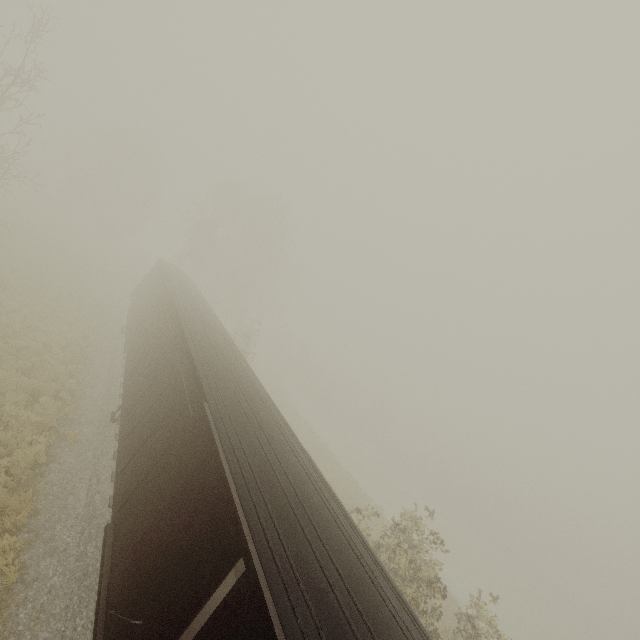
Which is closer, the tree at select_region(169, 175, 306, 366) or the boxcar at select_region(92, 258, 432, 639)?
the boxcar at select_region(92, 258, 432, 639)

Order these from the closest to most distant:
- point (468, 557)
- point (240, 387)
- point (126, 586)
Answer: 1. point (126, 586)
2. point (240, 387)
3. point (468, 557)

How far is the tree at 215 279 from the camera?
36.5 meters

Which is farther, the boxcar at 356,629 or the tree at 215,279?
the tree at 215,279

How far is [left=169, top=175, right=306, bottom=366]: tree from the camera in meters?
36.5 m
